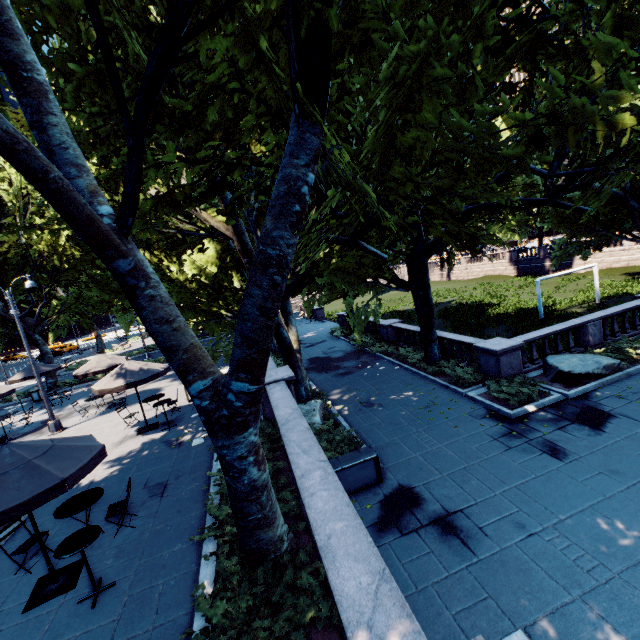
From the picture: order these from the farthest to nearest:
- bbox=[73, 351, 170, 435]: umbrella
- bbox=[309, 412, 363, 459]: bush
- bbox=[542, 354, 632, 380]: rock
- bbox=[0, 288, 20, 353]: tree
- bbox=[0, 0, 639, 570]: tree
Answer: bbox=[0, 288, 20, 353]: tree, bbox=[542, 354, 632, 380]: rock, bbox=[73, 351, 170, 435]: umbrella, bbox=[309, 412, 363, 459]: bush, bbox=[0, 0, 639, 570]: tree

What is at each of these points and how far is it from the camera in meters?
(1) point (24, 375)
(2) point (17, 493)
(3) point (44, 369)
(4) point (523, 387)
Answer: (1) umbrella, 19.8
(2) umbrella, 5.2
(3) umbrella, 20.4
(4) bush, 12.2

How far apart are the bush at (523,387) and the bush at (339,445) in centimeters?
536cm

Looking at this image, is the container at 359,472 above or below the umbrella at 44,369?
below

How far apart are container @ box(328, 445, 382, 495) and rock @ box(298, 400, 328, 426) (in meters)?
3.02

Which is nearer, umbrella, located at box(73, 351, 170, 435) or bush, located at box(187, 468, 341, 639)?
bush, located at box(187, 468, 341, 639)

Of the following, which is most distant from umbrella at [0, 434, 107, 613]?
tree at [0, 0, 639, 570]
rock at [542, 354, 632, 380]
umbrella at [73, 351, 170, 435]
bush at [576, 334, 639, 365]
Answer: bush at [576, 334, 639, 365]

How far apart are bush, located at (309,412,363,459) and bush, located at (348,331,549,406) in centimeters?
536cm
